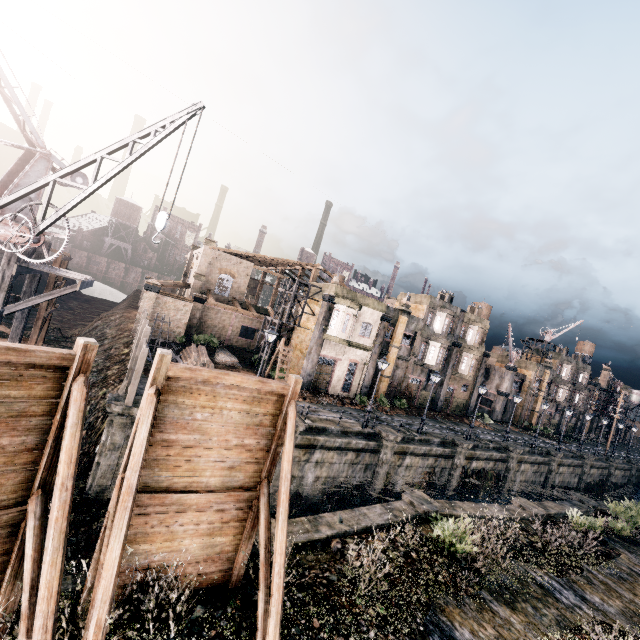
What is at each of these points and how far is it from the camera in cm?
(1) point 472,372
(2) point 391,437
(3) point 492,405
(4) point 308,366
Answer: (1) building, 4362
(2) column, 2381
(3) building, 5341
(4) column, 3108

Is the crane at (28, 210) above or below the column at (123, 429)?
above

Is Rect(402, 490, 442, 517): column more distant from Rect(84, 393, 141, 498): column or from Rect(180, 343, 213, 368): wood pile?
Rect(180, 343, 213, 368): wood pile

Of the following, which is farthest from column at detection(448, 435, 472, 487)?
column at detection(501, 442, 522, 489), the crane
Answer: the crane

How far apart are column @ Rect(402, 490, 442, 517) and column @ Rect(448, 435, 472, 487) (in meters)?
13.39

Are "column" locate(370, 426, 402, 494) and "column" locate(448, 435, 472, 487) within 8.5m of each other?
yes

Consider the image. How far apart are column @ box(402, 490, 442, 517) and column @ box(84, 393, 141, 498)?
13.29m

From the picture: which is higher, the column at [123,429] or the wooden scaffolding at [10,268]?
the wooden scaffolding at [10,268]
